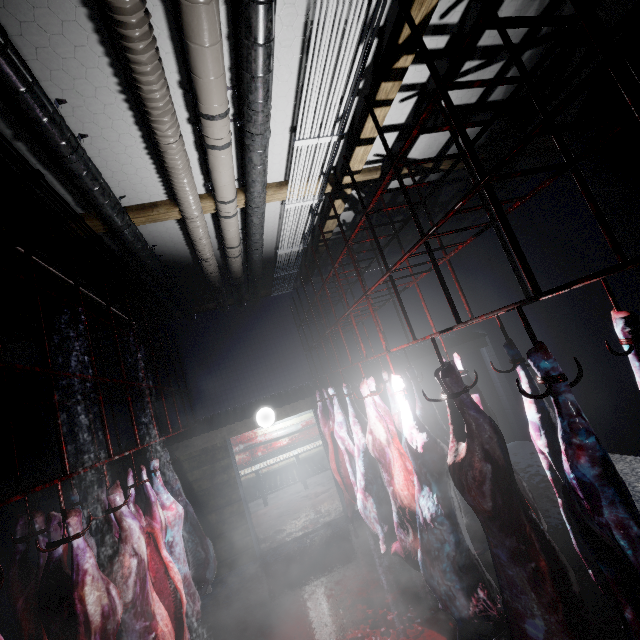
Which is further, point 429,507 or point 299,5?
point 429,507

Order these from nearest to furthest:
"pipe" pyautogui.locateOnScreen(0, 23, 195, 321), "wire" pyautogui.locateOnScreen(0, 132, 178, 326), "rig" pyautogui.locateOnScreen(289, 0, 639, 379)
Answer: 1. "rig" pyautogui.locateOnScreen(289, 0, 639, 379)
2. "pipe" pyautogui.locateOnScreen(0, 23, 195, 321)
3. "wire" pyautogui.locateOnScreen(0, 132, 178, 326)

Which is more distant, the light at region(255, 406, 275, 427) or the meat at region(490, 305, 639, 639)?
the light at region(255, 406, 275, 427)

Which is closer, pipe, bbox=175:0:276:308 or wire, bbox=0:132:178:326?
pipe, bbox=175:0:276:308

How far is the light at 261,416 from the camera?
5.2 meters

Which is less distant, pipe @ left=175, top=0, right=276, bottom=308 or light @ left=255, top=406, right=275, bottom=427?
pipe @ left=175, top=0, right=276, bottom=308

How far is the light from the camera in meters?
5.2 m

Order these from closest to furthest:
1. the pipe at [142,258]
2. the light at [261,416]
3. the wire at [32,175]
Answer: the pipe at [142,258], the wire at [32,175], the light at [261,416]
